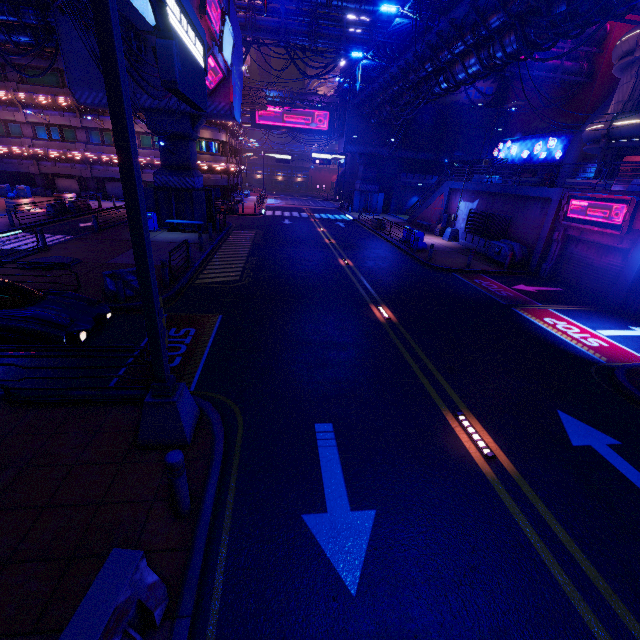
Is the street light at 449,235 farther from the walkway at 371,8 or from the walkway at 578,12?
the walkway at 371,8

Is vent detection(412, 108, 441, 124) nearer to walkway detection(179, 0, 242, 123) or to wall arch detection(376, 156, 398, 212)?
wall arch detection(376, 156, 398, 212)

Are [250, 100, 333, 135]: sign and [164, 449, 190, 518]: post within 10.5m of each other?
no

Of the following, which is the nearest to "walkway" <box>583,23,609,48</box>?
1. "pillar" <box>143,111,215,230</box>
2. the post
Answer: "pillar" <box>143,111,215,230</box>

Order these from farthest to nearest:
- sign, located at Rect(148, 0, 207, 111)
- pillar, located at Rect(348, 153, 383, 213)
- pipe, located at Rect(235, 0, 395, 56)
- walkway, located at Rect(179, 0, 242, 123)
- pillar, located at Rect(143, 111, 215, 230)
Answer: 1. pillar, located at Rect(348, 153, 383, 213)
2. pipe, located at Rect(235, 0, 395, 56)
3. pillar, located at Rect(143, 111, 215, 230)
4. walkway, located at Rect(179, 0, 242, 123)
5. sign, located at Rect(148, 0, 207, 111)

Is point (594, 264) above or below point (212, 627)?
above

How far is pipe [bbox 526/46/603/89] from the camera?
28.8m

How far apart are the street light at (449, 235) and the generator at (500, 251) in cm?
570
